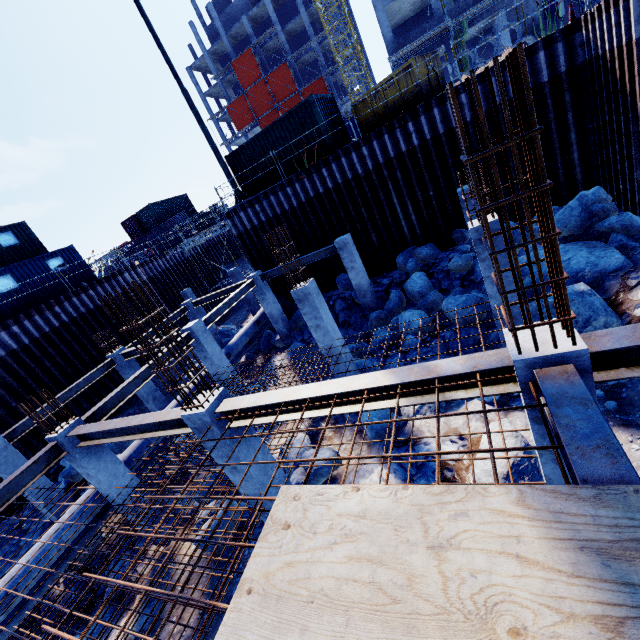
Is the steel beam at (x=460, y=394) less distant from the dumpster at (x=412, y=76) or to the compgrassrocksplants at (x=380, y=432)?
the compgrassrocksplants at (x=380, y=432)

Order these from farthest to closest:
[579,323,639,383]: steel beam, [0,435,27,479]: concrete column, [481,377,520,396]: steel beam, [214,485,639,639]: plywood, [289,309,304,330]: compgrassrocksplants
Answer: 1. [289,309,304,330]: compgrassrocksplants
2. [0,435,27,479]: concrete column
3. [481,377,520,396]: steel beam
4. [579,323,639,383]: steel beam
5. [214,485,639,639]: plywood

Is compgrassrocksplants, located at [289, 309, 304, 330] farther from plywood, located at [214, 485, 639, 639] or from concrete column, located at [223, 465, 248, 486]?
plywood, located at [214, 485, 639, 639]

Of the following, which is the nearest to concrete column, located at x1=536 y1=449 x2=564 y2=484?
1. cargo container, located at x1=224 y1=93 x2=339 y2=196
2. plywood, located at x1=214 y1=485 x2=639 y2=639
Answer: plywood, located at x1=214 y1=485 x2=639 y2=639

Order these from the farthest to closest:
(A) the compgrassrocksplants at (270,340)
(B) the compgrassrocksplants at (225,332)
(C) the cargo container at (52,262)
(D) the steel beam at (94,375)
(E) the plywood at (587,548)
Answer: (B) the compgrassrocksplants at (225,332)
(A) the compgrassrocksplants at (270,340)
(C) the cargo container at (52,262)
(D) the steel beam at (94,375)
(E) the plywood at (587,548)

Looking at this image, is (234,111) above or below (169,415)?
above

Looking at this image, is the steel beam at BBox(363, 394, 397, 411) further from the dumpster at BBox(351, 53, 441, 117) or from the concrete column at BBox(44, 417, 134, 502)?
the dumpster at BBox(351, 53, 441, 117)

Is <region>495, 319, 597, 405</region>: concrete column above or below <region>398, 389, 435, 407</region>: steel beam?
above
